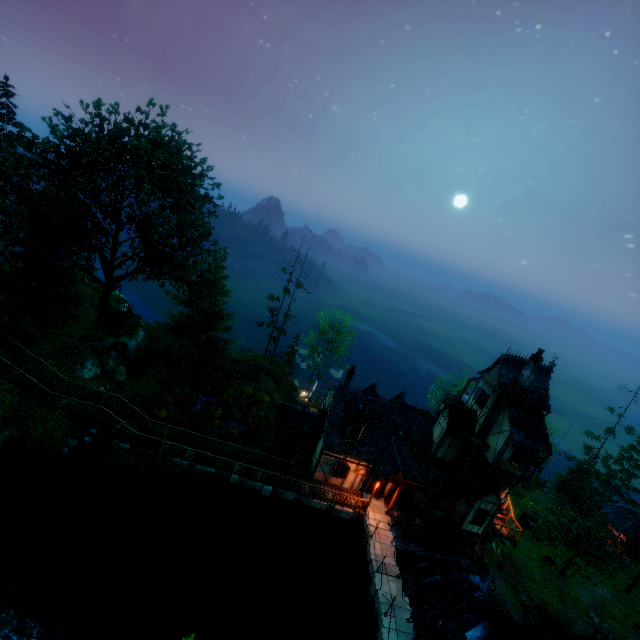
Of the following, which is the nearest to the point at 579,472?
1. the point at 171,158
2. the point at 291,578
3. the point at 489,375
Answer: the point at 489,375

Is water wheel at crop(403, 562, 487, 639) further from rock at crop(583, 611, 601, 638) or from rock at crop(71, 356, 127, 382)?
rock at crop(71, 356, 127, 382)

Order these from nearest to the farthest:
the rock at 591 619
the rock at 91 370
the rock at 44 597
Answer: the rock at 44 597 < the rock at 91 370 < the rock at 591 619

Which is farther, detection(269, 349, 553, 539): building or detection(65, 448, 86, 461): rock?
detection(269, 349, 553, 539): building

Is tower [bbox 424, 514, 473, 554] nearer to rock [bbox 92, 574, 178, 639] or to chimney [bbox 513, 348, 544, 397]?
chimney [bbox 513, 348, 544, 397]

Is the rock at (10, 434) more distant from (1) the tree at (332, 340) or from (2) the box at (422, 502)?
(2) the box at (422, 502)

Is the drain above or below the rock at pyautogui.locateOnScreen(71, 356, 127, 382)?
below

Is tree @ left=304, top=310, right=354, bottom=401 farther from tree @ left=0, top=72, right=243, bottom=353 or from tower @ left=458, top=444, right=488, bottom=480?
tower @ left=458, top=444, right=488, bottom=480
